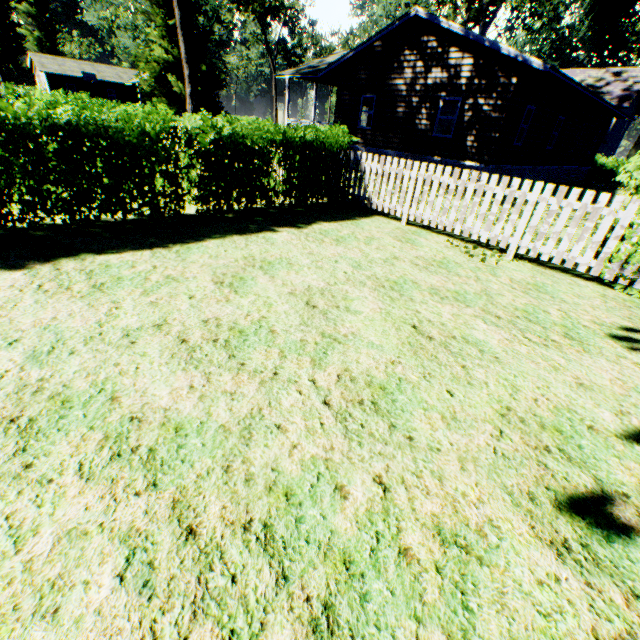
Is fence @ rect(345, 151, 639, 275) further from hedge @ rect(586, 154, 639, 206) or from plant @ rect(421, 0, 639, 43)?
hedge @ rect(586, 154, 639, 206)

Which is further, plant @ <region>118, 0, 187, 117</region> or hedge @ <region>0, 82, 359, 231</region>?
plant @ <region>118, 0, 187, 117</region>

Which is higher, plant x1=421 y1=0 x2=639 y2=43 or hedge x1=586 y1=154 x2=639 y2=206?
plant x1=421 y1=0 x2=639 y2=43

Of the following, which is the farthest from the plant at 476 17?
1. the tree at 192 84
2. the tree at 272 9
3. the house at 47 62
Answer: the house at 47 62

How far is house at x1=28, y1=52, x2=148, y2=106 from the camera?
44.0m

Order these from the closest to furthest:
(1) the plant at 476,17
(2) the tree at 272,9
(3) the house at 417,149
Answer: (3) the house at 417,149 < (1) the plant at 476,17 < (2) the tree at 272,9

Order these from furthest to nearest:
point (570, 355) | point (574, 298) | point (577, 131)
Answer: point (577, 131) < point (574, 298) < point (570, 355)

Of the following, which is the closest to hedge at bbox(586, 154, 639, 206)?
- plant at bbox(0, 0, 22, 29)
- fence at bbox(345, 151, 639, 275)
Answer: plant at bbox(0, 0, 22, 29)
